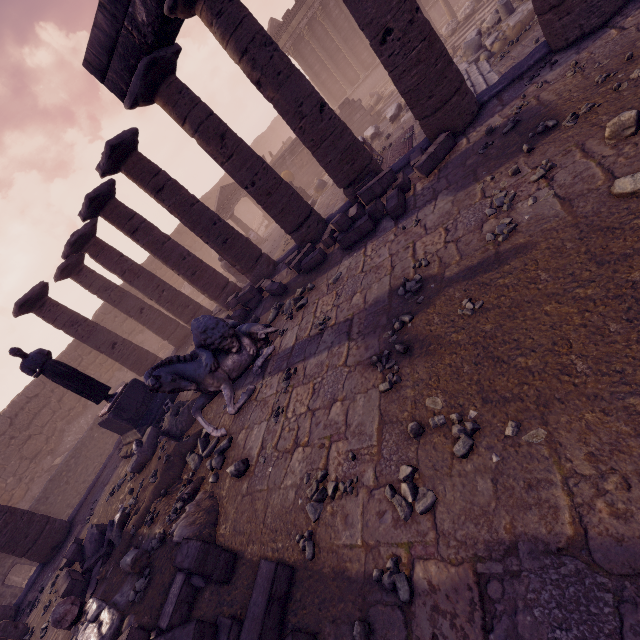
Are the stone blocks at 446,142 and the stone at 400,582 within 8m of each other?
yes

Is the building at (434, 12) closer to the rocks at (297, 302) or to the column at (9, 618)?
the rocks at (297, 302)

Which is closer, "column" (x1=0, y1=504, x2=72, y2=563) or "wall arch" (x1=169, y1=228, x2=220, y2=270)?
"column" (x1=0, y1=504, x2=72, y2=563)

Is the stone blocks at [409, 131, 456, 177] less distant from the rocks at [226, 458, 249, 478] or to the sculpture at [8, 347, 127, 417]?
the rocks at [226, 458, 249, 478]

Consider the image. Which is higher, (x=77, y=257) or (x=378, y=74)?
(x=77, y=257)

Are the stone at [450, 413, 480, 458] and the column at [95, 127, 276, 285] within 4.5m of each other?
no

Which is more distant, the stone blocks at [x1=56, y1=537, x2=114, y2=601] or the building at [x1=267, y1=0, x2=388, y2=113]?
the building at [x1=267, y1=0, x2=388, y2=113]

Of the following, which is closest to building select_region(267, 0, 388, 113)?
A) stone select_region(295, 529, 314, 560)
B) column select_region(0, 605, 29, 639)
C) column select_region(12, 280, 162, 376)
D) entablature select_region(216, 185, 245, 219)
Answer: entablature select_region(216, 185, 245, 219)
